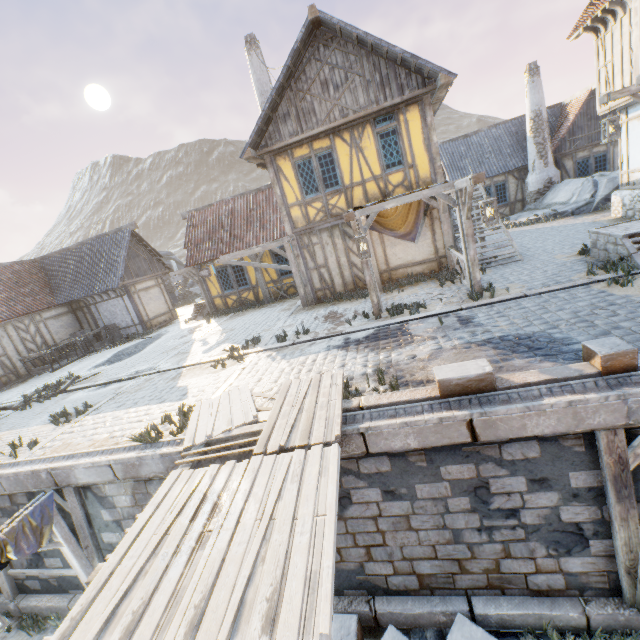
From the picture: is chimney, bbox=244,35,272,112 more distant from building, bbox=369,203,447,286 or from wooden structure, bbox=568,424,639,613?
wooden structure, bbox=568,424,639,613

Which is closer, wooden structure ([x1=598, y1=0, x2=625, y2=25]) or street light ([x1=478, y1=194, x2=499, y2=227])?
street light ([x1=478, y1=194, x2=499, y2=227])

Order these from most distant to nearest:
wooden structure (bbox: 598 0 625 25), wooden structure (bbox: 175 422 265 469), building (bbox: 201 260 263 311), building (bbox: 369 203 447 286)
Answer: building (bbox: 201 260 263 311) < building (bbox: 369 203 447 286) < wooden structure (bbox: 598 0 625 25) < wooden structure (bbox: 175 422 265 469)

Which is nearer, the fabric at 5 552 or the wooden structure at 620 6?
the fabric at 5 552

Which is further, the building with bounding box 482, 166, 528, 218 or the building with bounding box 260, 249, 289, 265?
the building with bounding box 482, 166, 528, 218

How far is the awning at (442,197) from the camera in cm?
838

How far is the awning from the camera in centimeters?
838cm

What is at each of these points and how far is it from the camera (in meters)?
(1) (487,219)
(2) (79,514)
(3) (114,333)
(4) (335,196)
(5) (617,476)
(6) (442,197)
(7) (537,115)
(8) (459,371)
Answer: (1) street light, 6.72
(2) wooden structure, 6.22
(3) barrel, 18.39
(4) building, 11.77
(5) wooden structure, 4.01
(6) awning, 8.41
(7) chimney, 18.00
(8) stone blocks, 4.55
